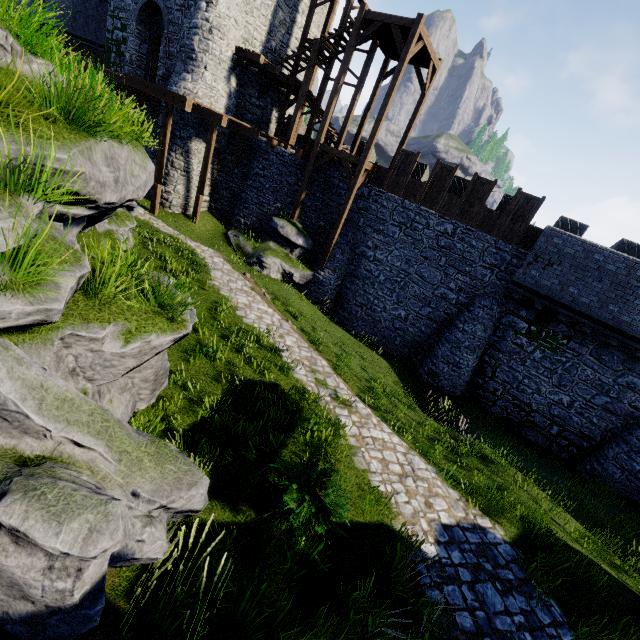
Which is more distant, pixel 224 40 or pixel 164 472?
pixel 224 40

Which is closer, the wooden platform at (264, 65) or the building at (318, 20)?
the wooden platform at (264, 65)

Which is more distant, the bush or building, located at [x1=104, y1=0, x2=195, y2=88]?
building, located at [x1=104, y1=0, x2=195, y2=88]

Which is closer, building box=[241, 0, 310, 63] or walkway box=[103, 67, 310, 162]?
walkway box=[103, 67, 310, 162]

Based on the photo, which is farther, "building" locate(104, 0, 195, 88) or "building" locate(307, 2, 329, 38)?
"building" locate(307, 2, 329, 38)

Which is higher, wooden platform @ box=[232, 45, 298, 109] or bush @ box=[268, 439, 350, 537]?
wooden platform @ box=[232, 45, 298, 109]

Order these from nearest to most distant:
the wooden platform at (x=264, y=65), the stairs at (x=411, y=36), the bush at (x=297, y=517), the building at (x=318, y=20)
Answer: the bush at (x=297, y=517)
the stairs at (x=411, y=36)
the wooden platform at (x=264, y=65)
the building at (x=318, y=20)

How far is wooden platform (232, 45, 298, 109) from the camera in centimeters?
1734cm
